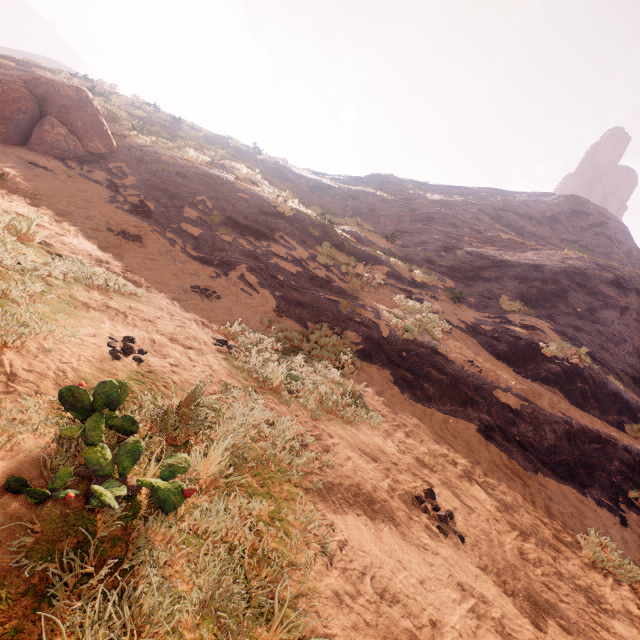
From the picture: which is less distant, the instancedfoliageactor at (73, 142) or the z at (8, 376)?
the z at (8, 376)

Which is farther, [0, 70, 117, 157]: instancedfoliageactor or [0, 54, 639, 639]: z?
[0, 70, 117, 157]: instancedfoliageactor

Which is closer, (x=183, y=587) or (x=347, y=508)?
(x=183, y=587)
